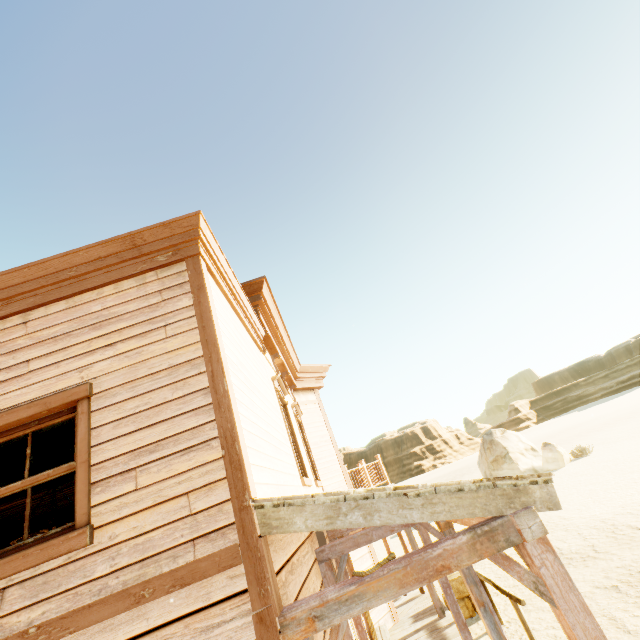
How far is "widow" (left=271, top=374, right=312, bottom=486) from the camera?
5.9 meters

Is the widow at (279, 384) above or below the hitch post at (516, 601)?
above

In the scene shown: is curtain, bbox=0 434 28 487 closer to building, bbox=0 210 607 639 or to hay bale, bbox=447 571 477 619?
building, bbox=0 210 607 639

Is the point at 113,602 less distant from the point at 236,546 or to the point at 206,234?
the point at 236,546

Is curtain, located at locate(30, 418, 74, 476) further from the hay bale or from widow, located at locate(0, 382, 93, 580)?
the hay bale

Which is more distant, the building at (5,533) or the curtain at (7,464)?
the building at (5,533)

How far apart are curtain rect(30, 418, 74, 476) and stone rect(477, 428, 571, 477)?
28.1 meters

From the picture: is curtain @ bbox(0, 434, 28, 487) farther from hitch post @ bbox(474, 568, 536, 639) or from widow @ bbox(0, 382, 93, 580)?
hitch post @ bbox(474, 568, 536, 639)
